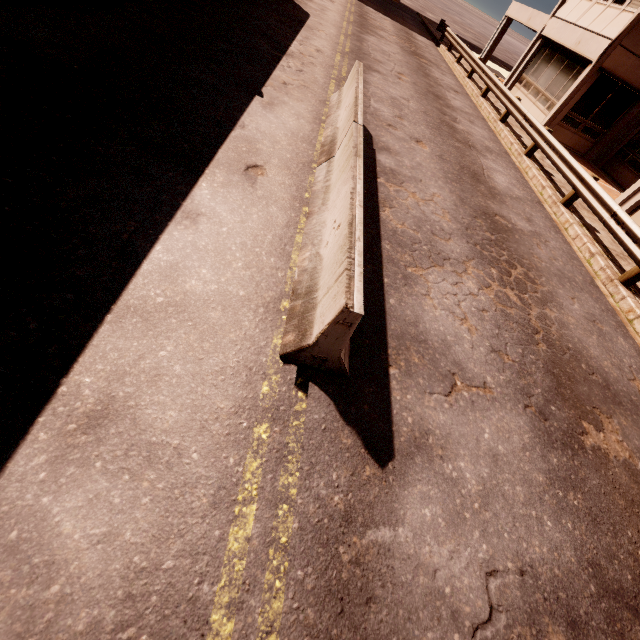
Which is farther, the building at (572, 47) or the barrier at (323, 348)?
the building at (572, 47)

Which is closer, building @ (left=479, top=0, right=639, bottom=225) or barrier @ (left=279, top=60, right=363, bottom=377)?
barrier @ (left=279, top=60, right=363, bottom=377)

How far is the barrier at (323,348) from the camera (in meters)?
2.79

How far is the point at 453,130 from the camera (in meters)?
11.07

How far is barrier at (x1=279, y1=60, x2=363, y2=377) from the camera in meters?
2.8 m
